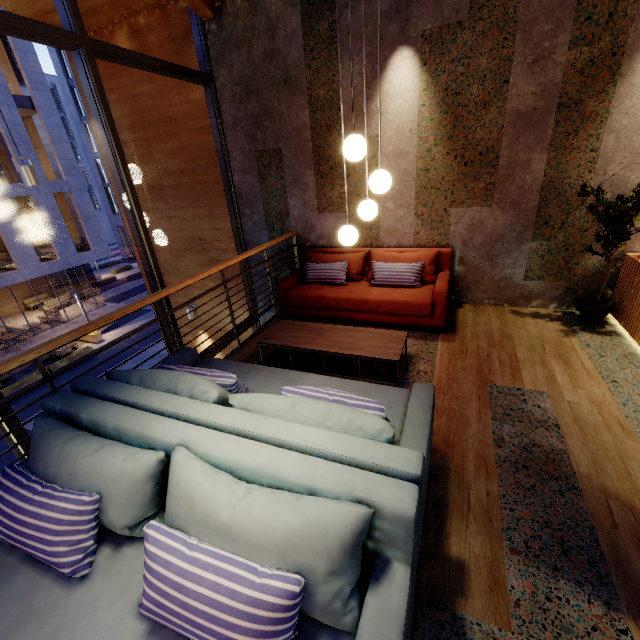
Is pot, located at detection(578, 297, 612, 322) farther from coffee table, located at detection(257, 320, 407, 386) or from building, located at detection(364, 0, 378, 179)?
coffee table, located at detection(257, 320, 407, 386)

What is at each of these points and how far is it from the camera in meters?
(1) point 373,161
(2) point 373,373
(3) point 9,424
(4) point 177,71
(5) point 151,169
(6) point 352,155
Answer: (1) building, 4.5 m
(2) building, 3.5 m
(3) window frame, 2.9 m
(4) window frame, 4.2 m
(5) building, 6.0 m
(6) lamp, 2.5 m

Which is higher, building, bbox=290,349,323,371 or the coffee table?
the coffee table

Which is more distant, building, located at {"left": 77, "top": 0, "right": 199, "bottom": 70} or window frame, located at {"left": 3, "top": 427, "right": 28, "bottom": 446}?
building, located at {"left": 77, "top": 0, "right": 199, "bottom": 70}

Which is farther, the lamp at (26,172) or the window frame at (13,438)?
the lamp at (26,172)

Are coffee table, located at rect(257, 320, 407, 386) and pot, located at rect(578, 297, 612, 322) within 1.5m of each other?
no

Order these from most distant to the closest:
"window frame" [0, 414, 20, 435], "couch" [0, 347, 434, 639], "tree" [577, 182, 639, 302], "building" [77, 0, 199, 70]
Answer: "building" [77, 0, 199, 70] < "tree" [577, 182, 639, 302] < "window frame" [0, 414, 20, 435] < "couch" [0, 347, 434, 639]

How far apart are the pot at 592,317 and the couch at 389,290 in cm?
156
